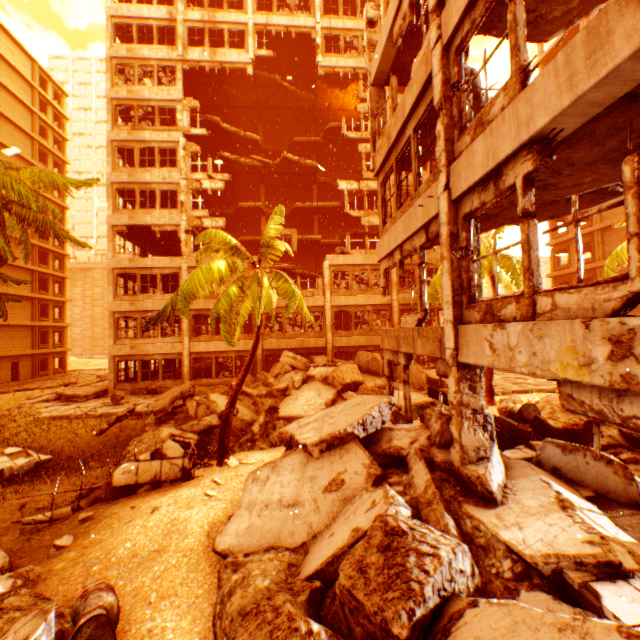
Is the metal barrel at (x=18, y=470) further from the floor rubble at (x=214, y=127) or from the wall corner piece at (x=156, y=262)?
the floor rubble at (x=214, y=127)

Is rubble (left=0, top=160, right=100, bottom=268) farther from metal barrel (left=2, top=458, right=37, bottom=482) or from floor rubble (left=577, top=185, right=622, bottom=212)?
floor rubble (left=577, top=185, right=622, bottom=212)

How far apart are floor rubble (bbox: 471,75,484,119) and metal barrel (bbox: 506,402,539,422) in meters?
8.0 m

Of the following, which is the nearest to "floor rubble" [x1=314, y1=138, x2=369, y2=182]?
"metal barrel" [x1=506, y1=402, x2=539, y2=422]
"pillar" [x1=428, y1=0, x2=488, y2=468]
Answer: "pillar" [x1=428, y1=0, x2=488, y2=468]

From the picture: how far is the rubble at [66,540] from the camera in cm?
627

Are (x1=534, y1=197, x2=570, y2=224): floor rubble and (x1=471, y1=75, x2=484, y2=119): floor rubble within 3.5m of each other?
yes

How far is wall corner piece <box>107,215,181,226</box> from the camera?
22.2 meters

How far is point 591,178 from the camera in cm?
541
